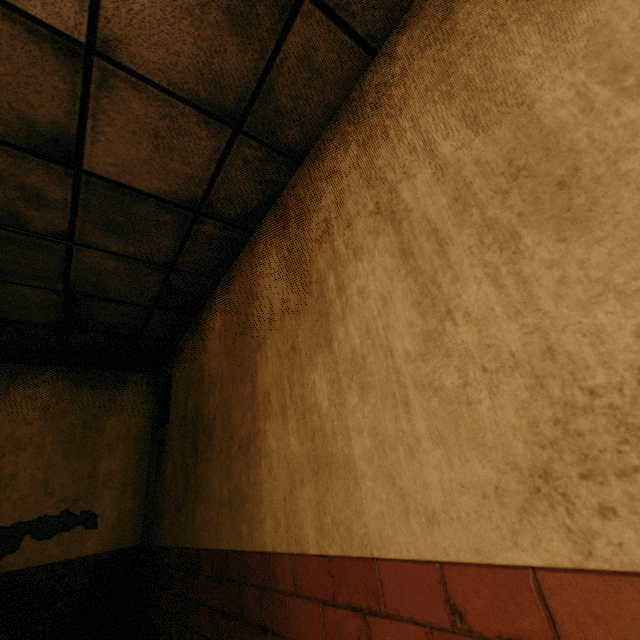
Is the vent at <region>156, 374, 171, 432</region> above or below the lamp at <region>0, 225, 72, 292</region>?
below

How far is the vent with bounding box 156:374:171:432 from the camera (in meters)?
3.61

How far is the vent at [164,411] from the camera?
3.6m

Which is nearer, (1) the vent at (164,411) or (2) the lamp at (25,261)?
(2) the lamp at (25,261)

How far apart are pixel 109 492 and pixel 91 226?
3.1 meters

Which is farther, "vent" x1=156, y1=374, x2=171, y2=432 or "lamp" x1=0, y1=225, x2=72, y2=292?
"vent" x1=156, y1=374, x2=171, y2=432
